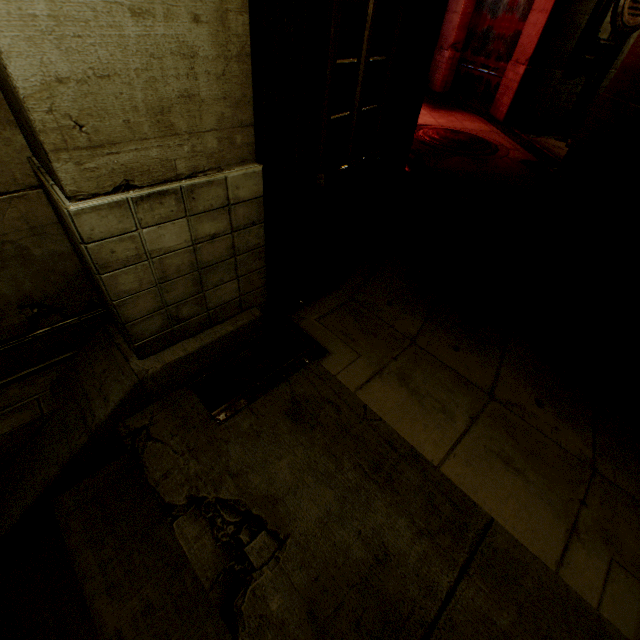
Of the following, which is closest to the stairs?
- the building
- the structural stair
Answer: the structural stair

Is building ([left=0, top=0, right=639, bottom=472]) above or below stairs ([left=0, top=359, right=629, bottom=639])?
above

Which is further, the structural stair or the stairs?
the structural stair

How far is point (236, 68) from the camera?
1.8 meters

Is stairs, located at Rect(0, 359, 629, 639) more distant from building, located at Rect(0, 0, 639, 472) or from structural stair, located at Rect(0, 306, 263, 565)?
building, located at Rect(0, 0, 639, 472)

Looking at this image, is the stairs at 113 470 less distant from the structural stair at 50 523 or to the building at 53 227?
the structural stair at 50 523

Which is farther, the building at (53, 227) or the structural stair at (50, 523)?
the structural stair at (50, 523)

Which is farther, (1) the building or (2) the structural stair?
(2) the structural stair
